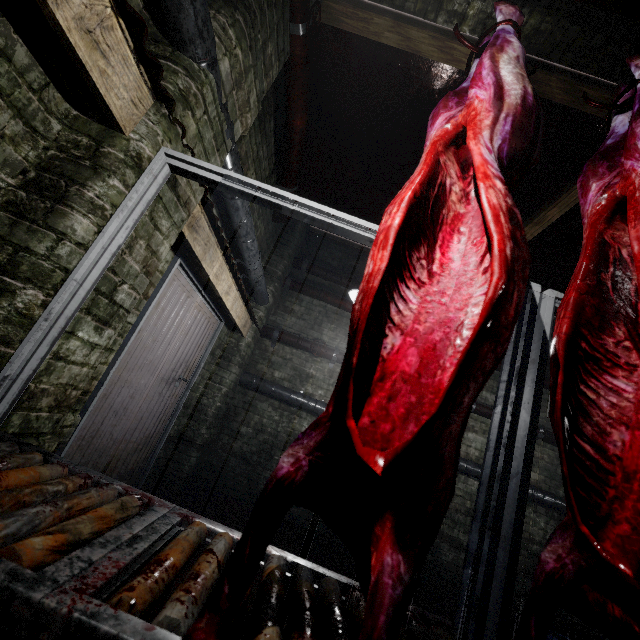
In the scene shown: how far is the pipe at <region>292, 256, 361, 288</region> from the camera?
5.1m

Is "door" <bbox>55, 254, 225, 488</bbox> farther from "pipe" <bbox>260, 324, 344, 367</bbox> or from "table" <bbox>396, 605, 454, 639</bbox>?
"table" <bbox>396, 605, 454, 639</bbox>

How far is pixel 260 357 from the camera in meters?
4.9 m

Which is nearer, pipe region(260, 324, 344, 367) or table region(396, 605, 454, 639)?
table region(396, 605, 454, 639)

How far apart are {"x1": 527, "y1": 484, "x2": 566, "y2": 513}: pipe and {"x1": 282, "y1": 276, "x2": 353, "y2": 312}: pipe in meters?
1.4

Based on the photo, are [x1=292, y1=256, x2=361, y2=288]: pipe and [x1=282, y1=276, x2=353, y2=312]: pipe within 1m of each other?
yes

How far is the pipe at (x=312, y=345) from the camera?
4.8 meters

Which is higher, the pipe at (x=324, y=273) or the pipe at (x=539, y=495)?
the pipe at (x=324, y=273)
